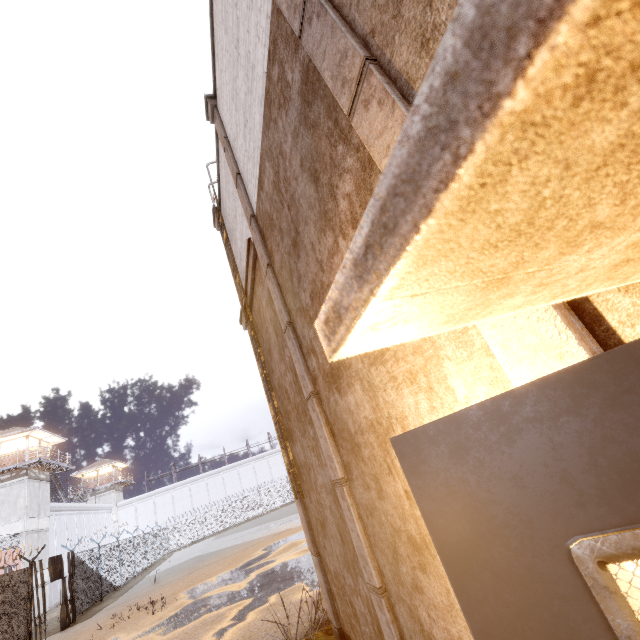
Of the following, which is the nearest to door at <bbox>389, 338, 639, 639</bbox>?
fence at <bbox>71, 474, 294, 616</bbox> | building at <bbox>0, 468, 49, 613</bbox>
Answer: fence at <bbox>71, 474, 294, 616</bbox>

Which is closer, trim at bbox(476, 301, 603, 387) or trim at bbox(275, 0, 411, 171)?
trim at bbox(476, 301, 603, 387)

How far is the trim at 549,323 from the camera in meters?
1.1 m

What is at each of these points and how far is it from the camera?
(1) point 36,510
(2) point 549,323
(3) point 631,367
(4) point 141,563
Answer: (1) building, 27.4m
(2) trim, 1.1m
(3) door, 0.8m
(4) fence, 27.6m

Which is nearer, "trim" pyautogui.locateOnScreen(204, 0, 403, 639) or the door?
the door

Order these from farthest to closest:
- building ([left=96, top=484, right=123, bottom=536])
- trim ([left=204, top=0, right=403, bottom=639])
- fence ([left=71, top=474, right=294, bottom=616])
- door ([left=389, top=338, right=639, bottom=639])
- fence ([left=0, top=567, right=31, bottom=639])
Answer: building ([left=96, top=484, right=123, bottom=536]) < fence ([left=71, top=474, right=294, bottom=616]) < fence ([left=0, top=567, right=31, bottom=639]) < trim ([left=204, top=0, right=403, bottom=639]) < door ([left=389, top=338, right=639, bottom=639])

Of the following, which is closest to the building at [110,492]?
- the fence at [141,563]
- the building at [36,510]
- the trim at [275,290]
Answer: the fence at [141,563]

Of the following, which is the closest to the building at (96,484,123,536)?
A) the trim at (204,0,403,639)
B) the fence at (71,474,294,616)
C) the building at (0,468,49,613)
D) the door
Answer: the fence at (71,474,294,616)
